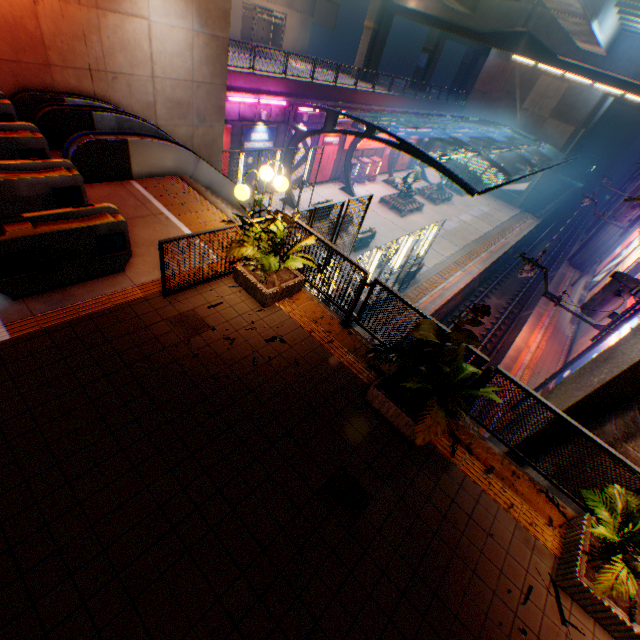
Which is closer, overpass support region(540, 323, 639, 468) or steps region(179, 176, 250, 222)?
overpass support region(540, 323, 639, 468)

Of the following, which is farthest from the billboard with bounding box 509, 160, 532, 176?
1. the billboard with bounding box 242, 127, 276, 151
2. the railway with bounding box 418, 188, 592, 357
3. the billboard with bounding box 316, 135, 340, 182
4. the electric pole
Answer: the electric pole

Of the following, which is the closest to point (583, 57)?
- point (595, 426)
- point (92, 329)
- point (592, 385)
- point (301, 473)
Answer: point (592, 385)

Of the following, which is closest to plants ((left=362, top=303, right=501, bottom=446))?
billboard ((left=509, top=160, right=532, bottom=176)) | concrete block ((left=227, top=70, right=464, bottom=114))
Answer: concrete block ((left=227, top=70, right=464, bottom=114))

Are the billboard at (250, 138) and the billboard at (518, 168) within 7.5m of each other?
no

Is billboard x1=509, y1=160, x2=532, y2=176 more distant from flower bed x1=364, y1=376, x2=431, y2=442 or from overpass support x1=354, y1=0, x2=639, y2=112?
flower bed x1=364, y1=376, x2=431, y2=442

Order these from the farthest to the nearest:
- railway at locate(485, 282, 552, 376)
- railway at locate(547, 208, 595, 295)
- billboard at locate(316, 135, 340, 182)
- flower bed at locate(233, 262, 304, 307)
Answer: railway at locate(547, 208, 595, 295)
billboard at locate(316, 135, 340, 182)
railway at locate(485, 282, 552, 376)
flower bed at locate(233, 262, 304, 307)

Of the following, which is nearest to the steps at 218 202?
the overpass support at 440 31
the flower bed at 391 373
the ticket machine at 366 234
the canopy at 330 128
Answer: the ticket machine at 366 234
